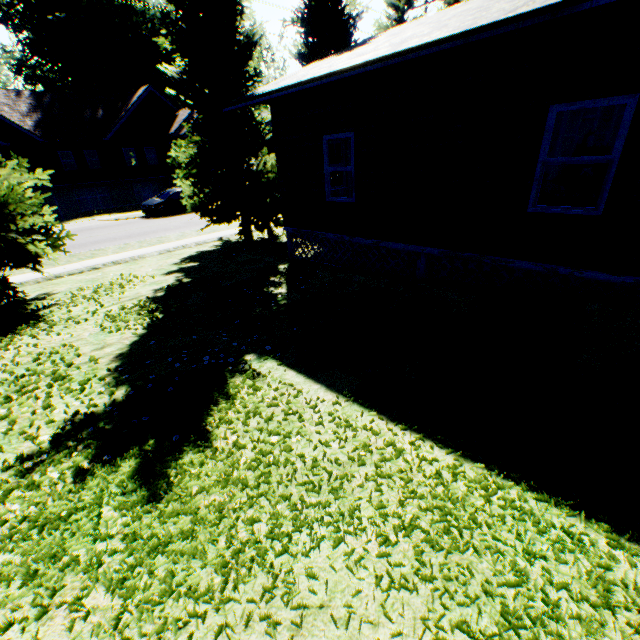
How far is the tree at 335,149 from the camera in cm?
1437

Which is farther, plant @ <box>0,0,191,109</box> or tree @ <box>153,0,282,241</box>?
plant @ <box>0,0,191,109</box>

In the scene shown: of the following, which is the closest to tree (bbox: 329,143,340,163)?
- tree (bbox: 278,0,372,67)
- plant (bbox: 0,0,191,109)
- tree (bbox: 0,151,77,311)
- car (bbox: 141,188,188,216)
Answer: tree (bbox: 278,0,372,67)

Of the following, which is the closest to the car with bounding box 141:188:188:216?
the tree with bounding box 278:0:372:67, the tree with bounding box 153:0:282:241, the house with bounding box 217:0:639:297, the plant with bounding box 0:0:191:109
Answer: the tree with bounding box 153:0:282:241

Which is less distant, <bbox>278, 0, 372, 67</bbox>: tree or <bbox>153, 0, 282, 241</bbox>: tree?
<bbox>153, 0, 282, 241</bbox>: tree

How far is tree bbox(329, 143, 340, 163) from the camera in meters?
14.4 m

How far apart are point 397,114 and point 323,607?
8.0 meters

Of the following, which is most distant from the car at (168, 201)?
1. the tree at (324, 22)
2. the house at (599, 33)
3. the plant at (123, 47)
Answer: the plant at (123, 47)
